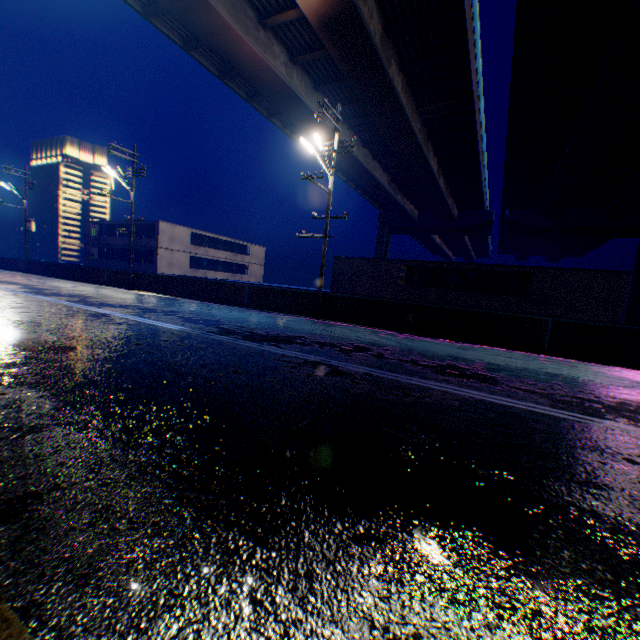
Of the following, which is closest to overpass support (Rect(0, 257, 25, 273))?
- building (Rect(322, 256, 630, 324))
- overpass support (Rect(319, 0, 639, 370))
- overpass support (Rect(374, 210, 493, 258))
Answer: overpass support (Rect(319, 0, 639, 370))

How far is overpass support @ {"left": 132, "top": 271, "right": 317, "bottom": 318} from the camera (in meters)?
16.30

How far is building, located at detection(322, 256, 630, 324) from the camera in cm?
1881

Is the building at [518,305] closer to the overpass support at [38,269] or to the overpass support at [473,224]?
the overpass support at [38,269]

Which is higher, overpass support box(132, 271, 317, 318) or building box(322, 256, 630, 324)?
building box(322, 256, 630, 324)

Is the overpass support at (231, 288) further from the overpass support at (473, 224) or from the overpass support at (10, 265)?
the overpass support at (473, 224)

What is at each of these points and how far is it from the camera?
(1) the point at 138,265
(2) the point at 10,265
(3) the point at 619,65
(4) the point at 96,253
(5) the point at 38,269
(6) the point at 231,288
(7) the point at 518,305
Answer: (1) building, 39.1m
(2) overpass support, 32.6m
(3) overpass support, 15.6m
(4) building, 44.5m
(5) overpass support, 29.7m
(6) overpass support, 18.5m
(7) building, 20.8m
